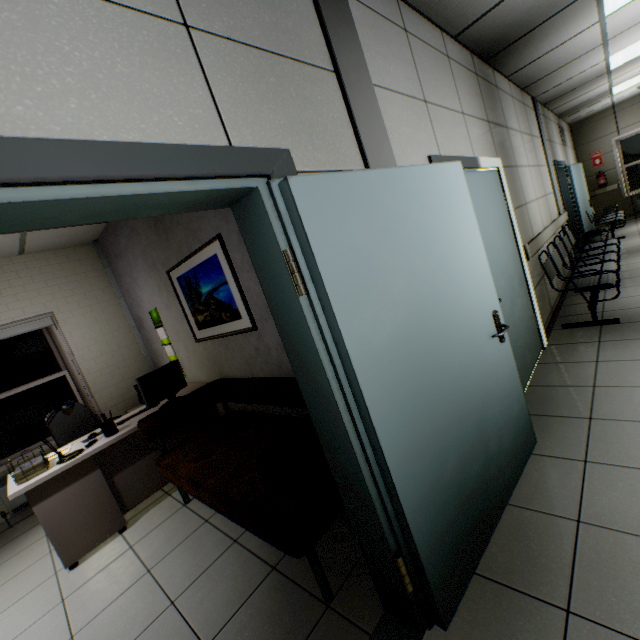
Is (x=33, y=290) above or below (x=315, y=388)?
above

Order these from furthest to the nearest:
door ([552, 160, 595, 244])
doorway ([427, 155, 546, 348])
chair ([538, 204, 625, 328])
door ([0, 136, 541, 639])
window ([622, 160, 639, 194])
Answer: window ([622, 160, 639, 194]) → door ([552, 160, 595, 244]) → chair ([538, 204, 625, 328]) → doorway ([427, 155, 546, 348]) → door ([0, 136, 541, 639])

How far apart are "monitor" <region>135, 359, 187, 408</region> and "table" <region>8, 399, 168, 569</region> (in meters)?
0.06

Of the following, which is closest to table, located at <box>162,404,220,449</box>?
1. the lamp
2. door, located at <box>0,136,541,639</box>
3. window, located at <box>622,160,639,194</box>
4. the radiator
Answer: the lamp

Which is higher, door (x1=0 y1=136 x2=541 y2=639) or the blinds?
the blinds

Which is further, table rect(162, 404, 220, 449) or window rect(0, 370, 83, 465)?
window rect(0, 370, 83, 465)

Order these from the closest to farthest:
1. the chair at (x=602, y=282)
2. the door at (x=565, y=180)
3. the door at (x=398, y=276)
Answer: the door at (x=398, y=276) → the chair at (x=602, y=282) → the door at (x=565, y=180)

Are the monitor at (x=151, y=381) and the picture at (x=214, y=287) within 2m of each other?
yes
